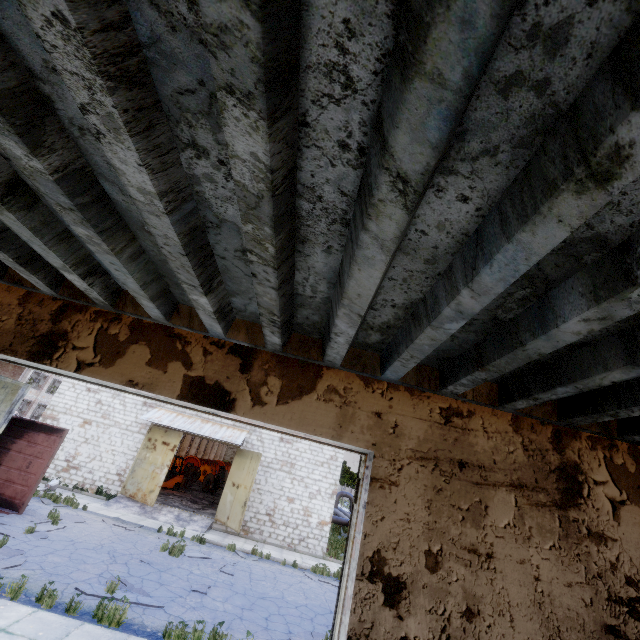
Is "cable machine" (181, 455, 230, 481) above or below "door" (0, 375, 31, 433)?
below

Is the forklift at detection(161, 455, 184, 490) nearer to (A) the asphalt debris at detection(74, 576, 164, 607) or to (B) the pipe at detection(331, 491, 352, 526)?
(B) the pipe at detection(331, 491, 352, 526)

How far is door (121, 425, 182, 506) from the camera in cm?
1750

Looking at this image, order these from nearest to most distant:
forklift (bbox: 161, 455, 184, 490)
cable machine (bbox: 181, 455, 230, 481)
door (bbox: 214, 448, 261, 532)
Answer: door (bbox: 214, 448, 261, 532), forklift (bbox: 161, 455, 184, 490), cable machine (bbox: 181, 455, 230, 481)

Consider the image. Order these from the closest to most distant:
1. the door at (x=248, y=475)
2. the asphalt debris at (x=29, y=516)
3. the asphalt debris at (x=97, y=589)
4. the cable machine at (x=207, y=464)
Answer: the asphalt debris at (x=97, y=589) < the asphalt debris at (x=29, y=516) < the door at (x=248, y=475) < the cable machine at (x=207, y=464)

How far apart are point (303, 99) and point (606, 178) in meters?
0.9 m

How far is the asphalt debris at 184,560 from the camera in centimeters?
1085cm

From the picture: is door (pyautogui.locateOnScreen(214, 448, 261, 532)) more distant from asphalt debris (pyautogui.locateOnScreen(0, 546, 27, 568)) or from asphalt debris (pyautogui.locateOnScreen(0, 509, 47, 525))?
asphalt debris (pyautogui.locateOnScreen(0, 546, 27, 568))
